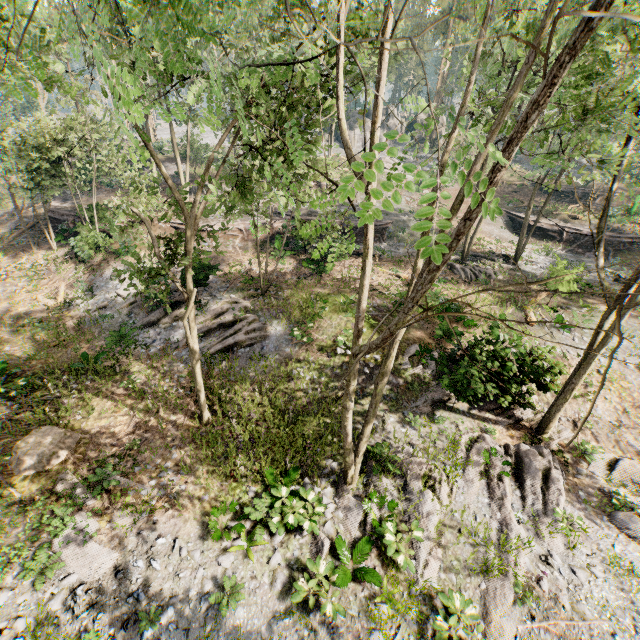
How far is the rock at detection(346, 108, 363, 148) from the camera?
49.3m

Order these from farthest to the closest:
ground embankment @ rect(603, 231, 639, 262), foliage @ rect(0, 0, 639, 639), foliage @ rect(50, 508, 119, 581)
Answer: ground embankment @ rect(603, 231, 639, 262) < foliage @ rect(50, 508, 119, 581) < foliage @ rect(0, 0, 639, 639)

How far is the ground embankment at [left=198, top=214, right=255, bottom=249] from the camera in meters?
26.2

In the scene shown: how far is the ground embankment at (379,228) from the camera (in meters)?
29.50

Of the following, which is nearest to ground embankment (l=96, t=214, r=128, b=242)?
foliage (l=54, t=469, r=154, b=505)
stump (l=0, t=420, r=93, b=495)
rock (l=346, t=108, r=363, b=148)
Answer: stump (l=0, t=420, r=93, b=495)

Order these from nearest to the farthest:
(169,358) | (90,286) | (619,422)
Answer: (619,422) → (169,358) → (90,286)

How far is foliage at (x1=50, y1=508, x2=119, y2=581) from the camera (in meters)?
8.67

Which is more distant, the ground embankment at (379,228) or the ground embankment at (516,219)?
the ground embankment at (516,219)
